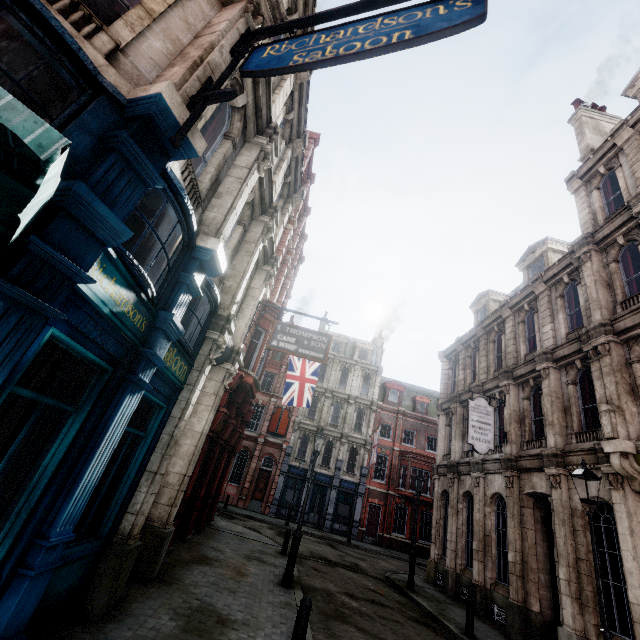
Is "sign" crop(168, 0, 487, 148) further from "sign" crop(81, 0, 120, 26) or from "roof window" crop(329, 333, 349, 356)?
"roof window" crop(329, 333, 349, 356)

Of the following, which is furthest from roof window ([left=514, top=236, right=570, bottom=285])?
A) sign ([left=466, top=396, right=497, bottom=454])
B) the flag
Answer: the flag

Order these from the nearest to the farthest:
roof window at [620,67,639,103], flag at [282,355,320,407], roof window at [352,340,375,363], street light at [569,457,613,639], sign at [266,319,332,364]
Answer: street light at [569,457,613,639], sign at [266,319,332,364], roof window at [620,67,639,103], flag at [282,355,320,407], roof window at [352,340,375,363]

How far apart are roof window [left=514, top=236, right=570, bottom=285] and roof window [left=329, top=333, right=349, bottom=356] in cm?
2158

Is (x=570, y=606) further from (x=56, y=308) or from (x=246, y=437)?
(x=246, y=437)

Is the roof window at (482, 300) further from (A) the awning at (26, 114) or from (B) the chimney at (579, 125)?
(A) the awning at (26, 114)

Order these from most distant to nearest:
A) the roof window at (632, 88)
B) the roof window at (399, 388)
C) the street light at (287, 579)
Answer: the roof window at (399, 388)
the roof window at (632, 88)
the street light at (287, 579)

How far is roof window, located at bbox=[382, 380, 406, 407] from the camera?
35.5 meters
